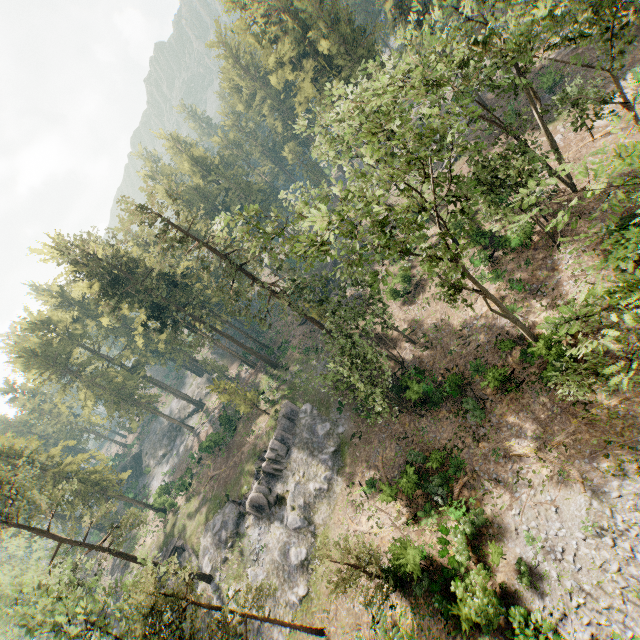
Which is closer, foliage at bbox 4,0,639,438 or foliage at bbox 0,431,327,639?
foliage at bbox 4,0,639,438

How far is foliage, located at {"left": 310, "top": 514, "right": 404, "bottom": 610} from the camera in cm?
1916

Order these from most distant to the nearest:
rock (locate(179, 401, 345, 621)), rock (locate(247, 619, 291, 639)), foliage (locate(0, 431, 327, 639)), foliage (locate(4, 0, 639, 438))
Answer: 1. rock (locate(179, 401, 345, 621))
2. rock (locate(247, 619, 291, 639))
3. foliage (locate(0, 431, 327, 639))
4. foliage (locate(4, 0, 639, 438))

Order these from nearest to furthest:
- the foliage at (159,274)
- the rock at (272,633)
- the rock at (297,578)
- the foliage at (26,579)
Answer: the foliage at (159,274) < the foliage at (26,579) < the rock at (272,633) < the rock at (297,578)

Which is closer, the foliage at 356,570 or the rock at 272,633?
the foliage at 356,570

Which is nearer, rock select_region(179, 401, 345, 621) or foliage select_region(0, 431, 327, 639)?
foliage select_region(0, 431, 327, 639)

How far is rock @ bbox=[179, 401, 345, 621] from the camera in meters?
28.3

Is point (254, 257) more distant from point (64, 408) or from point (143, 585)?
point (64, 408)
